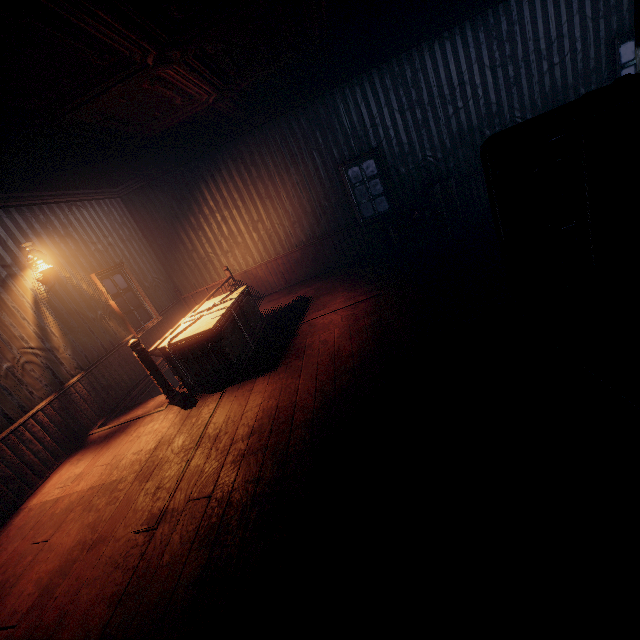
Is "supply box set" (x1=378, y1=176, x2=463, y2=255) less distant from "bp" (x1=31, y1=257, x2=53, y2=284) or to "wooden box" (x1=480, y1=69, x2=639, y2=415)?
"wooden box" (x1=480, y1=69, x2=639, y2=415)

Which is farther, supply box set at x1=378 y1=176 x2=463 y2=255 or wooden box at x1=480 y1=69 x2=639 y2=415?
supply box set at x1=378 y1=176 x2=463 y2=255

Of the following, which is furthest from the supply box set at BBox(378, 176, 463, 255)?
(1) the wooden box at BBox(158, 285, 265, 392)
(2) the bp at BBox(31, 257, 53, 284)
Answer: (2) the bp at BBox(31, 257, 53, 284)

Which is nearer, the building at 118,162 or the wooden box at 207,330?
the building at 118,162

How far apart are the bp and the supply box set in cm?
640

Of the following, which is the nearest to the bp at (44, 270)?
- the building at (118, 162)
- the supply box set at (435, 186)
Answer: the building at (118, 162)

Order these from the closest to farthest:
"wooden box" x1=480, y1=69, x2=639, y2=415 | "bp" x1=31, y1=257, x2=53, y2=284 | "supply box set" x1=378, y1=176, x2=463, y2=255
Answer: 1. "wooden box" x1=480, y1=69, x2=639, y2=415
2. "bp" x1=31, y1=257, x2=53, y2=284
3. "supply box set" x1=378, y1=176, x2=463, y2=255

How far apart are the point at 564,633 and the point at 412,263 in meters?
5.7
